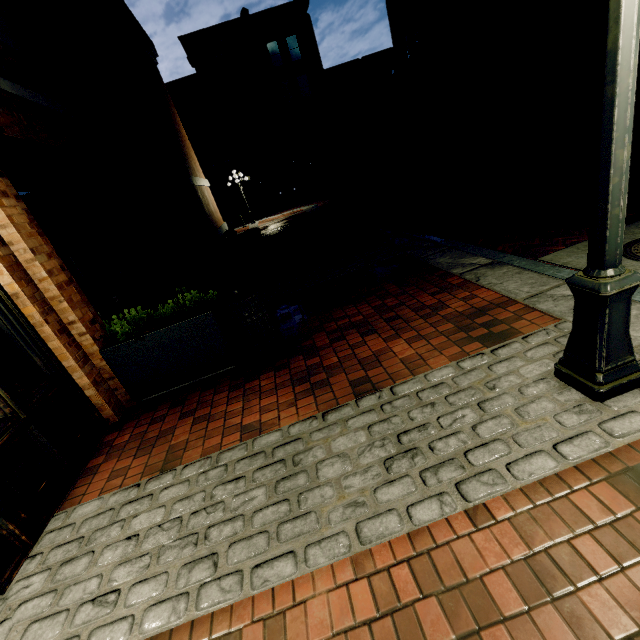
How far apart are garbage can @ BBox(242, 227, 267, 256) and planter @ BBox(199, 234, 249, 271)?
0.06m

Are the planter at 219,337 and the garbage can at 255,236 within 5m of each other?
no

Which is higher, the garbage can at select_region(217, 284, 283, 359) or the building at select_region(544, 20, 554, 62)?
the building at select_region(544, 20, 554, 62)

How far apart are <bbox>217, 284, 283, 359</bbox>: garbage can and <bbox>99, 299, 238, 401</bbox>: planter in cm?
3

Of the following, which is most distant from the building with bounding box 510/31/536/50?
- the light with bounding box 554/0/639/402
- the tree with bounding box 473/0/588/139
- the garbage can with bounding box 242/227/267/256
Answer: the light with bounding box 554/0/639/402

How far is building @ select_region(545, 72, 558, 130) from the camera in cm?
1708

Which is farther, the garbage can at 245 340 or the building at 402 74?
the building at 402 74

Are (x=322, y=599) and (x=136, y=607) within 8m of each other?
yes
